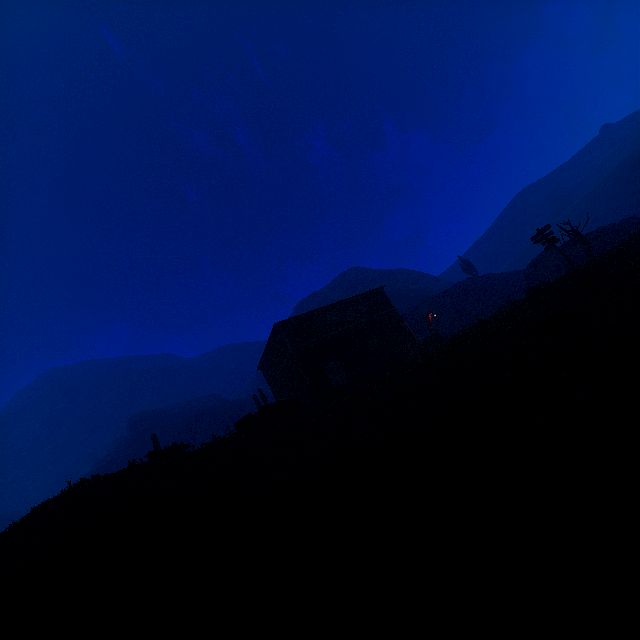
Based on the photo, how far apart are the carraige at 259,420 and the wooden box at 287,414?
0.04m

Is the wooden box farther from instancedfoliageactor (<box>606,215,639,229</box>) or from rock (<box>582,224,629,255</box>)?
rock (<box>582,224,629,255</box>)

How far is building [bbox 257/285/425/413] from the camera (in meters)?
20.83

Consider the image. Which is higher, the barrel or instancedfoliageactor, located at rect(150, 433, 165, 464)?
instancedfoliageactor, located at rect(150, 433, 165, 464)

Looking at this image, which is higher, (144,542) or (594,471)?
(144,542)

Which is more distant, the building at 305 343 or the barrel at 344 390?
the building at 305 343

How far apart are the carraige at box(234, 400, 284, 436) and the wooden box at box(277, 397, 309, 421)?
0.0 meters

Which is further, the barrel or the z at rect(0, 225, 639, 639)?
the barrel
